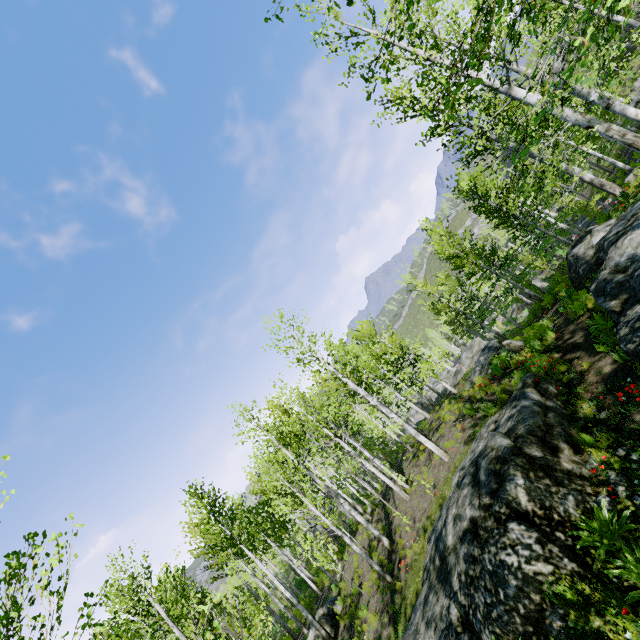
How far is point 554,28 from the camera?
6.93m

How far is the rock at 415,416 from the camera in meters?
45.2 m

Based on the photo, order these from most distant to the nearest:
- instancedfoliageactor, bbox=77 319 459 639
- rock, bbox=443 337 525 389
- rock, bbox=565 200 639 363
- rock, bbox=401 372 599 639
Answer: rock, bbox=443 337 525 389 → instancedfoliageactor, bbox=77 319 459 639 → rock, bbox=565 200 639 363 → rock, bbox=401 372 599 639

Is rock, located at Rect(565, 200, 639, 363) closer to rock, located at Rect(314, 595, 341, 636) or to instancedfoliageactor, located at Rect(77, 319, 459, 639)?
rock, located at Rect(314, 595, 341, 636)

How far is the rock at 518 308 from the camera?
39.6m

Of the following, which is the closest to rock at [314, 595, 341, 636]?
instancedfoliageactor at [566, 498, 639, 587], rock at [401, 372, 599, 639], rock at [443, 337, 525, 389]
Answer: rock at [401, 372, 599, 639]

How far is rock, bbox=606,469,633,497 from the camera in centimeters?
513cm

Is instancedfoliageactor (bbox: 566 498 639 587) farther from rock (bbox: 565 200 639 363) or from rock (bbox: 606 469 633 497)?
rock (bbox: 565 200 639 363)
